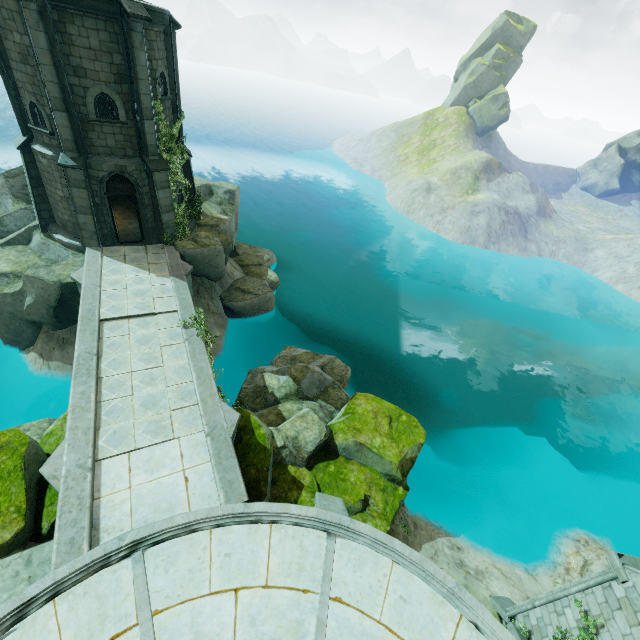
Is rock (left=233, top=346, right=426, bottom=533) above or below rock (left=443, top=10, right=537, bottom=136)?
below

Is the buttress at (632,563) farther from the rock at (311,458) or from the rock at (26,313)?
the rock at (26,313)

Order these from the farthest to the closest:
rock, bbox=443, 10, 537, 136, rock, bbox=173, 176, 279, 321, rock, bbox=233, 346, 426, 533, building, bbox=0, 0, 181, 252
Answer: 1. rock, bbox=443, 10, 537, 136
2. rock, bbox=173, 176, 279, 321
3. building, bbox=0, 0, 181, 252
4. rock, bbox=233, 346, 426, 533

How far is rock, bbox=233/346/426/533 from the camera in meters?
10.9

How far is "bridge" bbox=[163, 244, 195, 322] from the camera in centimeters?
1368cm

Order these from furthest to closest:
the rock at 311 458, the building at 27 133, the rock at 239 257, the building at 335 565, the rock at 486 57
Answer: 1. the rock at 486 57
2. the rock at 239 257
3. the building at 27 133
4. the rock at 311 458
5. the building at 335 565

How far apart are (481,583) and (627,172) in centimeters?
7274cm

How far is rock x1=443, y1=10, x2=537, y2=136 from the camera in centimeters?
5284cm
